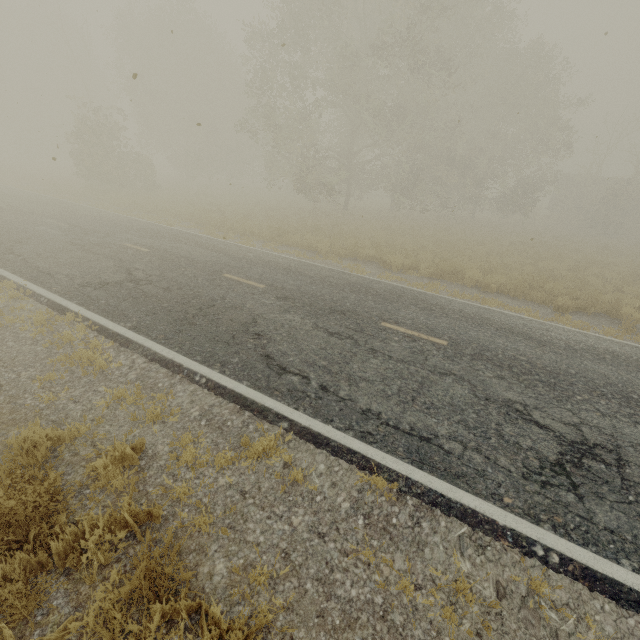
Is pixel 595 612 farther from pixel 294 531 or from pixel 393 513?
pixel 294 531

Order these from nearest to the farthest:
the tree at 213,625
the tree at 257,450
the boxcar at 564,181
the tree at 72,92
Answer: the tree at 213,625, the tree at 257,450, the tree at 72,92, the boxcar at 564,181

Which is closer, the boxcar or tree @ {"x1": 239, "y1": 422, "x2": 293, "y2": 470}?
tree @ {"x1": 239, "y1": 422, "x2": 293, "y2": 470}

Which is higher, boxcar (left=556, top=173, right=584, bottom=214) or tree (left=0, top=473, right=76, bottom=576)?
boxcar (left=556, top=173, right=584, bottom=214)

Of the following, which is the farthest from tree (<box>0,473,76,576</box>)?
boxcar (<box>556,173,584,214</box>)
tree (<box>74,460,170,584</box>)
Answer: boxcar (<box>556,173,584,214</box>)

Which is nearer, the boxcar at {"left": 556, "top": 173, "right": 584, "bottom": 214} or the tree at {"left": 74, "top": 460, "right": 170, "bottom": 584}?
the tree at {"left": 74, "top": 460, "right": 170, "bottom": 584}

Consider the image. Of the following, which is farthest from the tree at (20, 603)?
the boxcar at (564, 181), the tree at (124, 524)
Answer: the boxcar at (564, 181)

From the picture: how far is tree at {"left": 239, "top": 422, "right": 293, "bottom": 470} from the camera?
4.0 meters
